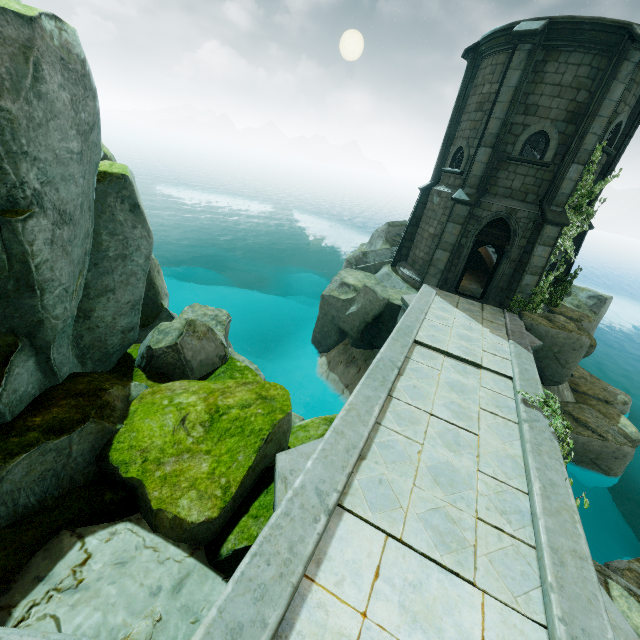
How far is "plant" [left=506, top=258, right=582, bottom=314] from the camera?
13.22m

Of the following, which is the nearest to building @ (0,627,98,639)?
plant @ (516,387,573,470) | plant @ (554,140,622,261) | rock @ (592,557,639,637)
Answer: rock @ (592,557,639,637)

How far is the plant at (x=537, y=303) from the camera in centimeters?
1322cm

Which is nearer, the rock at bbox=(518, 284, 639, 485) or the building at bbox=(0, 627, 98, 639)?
the building at bbox=(0, 627, 98, 639)

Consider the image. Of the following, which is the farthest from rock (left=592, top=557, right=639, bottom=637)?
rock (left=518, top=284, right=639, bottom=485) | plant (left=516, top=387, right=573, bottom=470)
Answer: rock (left=518, top=284, right=639, bottom=485)

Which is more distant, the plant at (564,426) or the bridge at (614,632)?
the plant at (564,426)

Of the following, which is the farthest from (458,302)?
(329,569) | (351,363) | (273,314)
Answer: (273,314)

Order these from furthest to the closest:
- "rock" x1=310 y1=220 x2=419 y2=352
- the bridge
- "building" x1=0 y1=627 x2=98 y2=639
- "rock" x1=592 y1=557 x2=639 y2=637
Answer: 1. "rock" x1=310 y1=220 x2=419 y2=352
2. "rock" x1=592 y1=557 x2=639 y2=637
3. the bridge
4. "building" x1=0 y1=627 x2=98 y2=639
